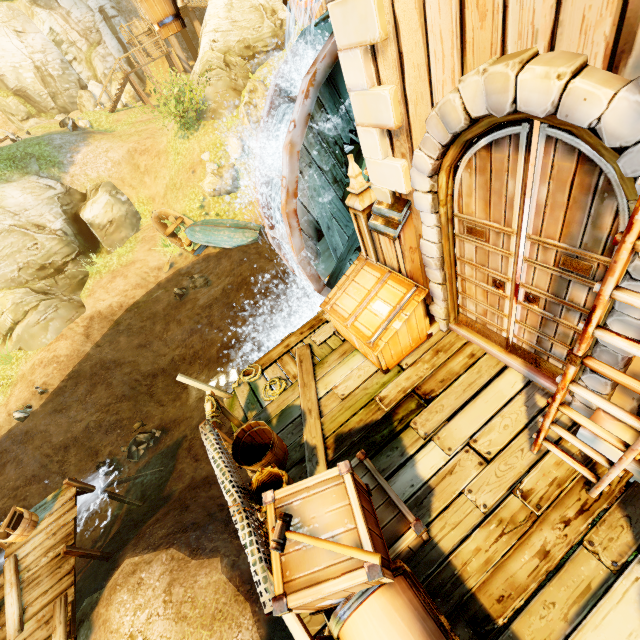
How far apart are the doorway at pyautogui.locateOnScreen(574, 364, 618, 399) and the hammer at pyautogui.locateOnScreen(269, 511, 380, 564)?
2.56m

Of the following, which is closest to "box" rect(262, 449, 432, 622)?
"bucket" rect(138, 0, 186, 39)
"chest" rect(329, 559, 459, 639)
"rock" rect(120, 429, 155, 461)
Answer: "chest" rect(329, 559, 459, 639)

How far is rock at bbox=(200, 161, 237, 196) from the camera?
15.57m

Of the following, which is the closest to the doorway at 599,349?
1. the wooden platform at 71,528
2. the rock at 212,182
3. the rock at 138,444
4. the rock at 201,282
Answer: the wooden platform at 71,528

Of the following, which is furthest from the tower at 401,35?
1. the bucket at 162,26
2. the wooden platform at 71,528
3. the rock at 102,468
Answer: the rock at 102,468

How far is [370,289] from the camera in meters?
4.9

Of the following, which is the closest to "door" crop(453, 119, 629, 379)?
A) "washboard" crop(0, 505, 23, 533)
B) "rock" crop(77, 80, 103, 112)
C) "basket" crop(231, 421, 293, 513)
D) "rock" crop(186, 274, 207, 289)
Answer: "basket" crop(231, 421, 293, 513)

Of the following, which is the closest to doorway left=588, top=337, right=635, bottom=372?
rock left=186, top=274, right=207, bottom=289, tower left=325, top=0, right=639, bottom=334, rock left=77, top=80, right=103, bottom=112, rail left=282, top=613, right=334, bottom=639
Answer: tower left=325, top=0, right=639, bottom=334
